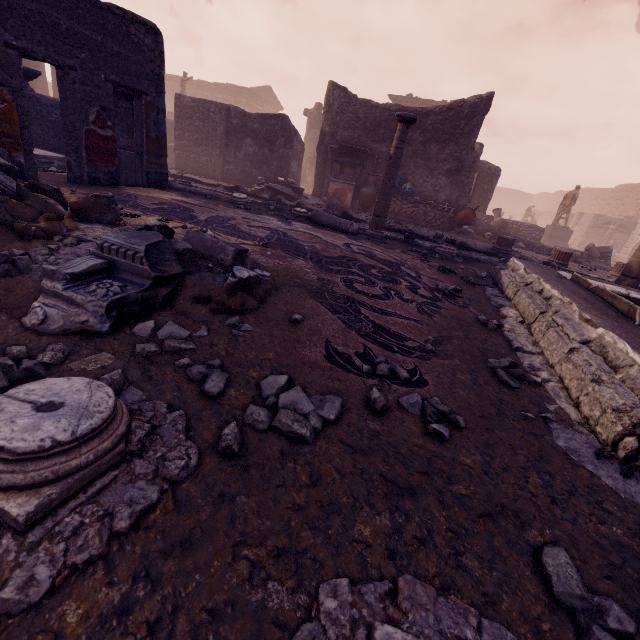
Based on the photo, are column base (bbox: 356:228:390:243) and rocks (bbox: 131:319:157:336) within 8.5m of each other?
yes

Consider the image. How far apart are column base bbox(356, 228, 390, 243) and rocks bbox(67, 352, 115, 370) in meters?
6.0 m

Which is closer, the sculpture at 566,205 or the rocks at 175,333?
the rocks at 175,333

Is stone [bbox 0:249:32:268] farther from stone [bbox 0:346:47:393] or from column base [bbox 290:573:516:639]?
column base [bbox 290:573:516:639]

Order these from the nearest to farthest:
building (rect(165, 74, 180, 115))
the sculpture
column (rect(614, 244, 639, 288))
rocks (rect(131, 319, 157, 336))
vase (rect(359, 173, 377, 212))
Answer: rocks (rect(131, 319, 157, 336))
column (rect(614, 244, 639, 288))
vase (rect(359, 173, 377, 212))
the sculpture
building (rect(165, 74, 180, 115))

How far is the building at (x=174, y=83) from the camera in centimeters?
3631cm

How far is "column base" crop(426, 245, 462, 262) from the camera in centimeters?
674cm

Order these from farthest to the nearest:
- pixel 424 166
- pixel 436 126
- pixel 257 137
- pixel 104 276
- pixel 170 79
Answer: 1. pixel 170 79
2. pixel 257 137
3. pixel 424 166
4. pixel 436 126
5. pixel 104 276
